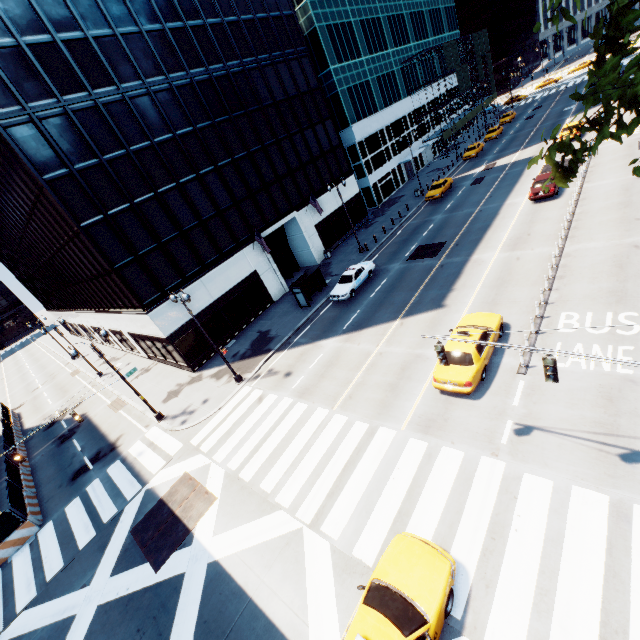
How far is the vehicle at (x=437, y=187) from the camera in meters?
37.4 m

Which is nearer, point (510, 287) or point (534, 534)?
point (534, 534)

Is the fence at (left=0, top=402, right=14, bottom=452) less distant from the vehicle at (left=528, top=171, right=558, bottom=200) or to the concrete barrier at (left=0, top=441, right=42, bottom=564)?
the concrete barrier at (left=0, top=441, right=42, bottom=564)

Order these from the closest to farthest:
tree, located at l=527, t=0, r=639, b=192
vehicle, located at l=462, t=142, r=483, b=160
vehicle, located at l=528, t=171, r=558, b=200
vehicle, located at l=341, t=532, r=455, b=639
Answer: tree, located at l=527, t=0, r=639, b=192
vehicle, located at l=341, t=532, r=455, b=639
vehicle, located at l=528, t=171, r=558, b=200
vehicle, located at l=462, t=142, r=483, b=160

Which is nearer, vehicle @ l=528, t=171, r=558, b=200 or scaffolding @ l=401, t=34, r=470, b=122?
vehicle @ l=528, t=171, r=558, b=200

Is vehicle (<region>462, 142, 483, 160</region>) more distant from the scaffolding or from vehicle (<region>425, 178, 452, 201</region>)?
vehicle (<region>425, 178, 452, 201</region>)

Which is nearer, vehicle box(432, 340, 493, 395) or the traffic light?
the traffic light

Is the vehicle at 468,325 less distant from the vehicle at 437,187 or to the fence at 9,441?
the fence at 9,441
